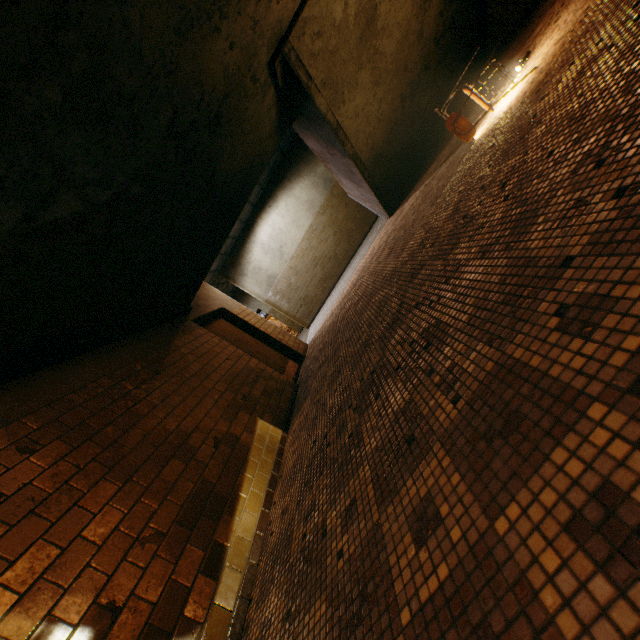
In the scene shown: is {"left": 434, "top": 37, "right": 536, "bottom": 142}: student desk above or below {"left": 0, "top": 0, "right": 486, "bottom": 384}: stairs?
below

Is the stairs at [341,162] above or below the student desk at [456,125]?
above

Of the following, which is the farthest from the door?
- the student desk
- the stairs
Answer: the student desk

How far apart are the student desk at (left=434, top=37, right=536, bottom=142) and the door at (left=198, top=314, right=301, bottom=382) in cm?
450

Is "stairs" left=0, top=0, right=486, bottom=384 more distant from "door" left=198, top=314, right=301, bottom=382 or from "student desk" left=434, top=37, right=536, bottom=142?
"student desk" left=434, top=37, right=536, bottom=142

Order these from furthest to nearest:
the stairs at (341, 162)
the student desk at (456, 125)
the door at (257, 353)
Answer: the door at (257, 353) < the student desk at (456, 125) < the stairs at (341, 162)

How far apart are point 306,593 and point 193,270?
4.5m

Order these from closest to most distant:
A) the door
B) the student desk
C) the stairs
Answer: the stairs < the student desk < the door
